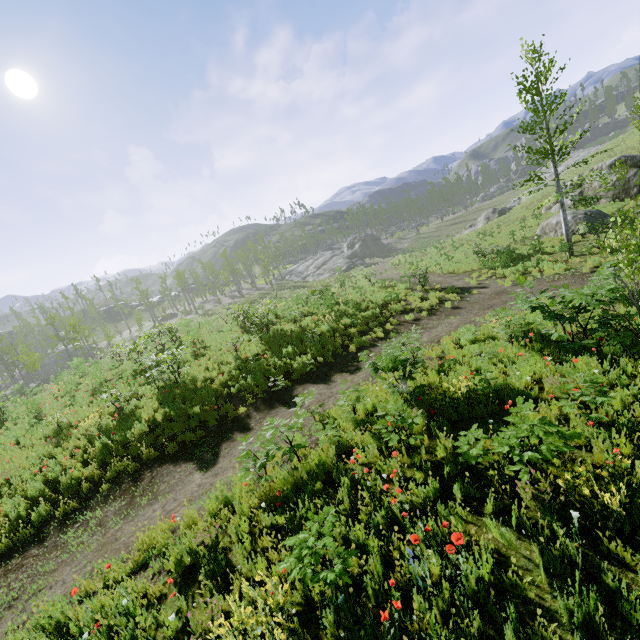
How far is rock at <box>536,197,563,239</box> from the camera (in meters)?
21.45

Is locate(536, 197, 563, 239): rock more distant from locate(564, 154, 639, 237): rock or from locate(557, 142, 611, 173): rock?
locate(557, 142, 611, 173): rock

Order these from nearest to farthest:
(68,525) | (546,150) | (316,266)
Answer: (68,525) → (546,150) → (316,266)

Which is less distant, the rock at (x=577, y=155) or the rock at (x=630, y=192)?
the rock at (x=630, y=192)

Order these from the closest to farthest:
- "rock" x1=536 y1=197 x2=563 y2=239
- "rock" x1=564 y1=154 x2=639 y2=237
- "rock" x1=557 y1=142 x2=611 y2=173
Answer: "rock" x1=564 y1=154 x2=639 y2=237, "rock" x1=536 y1=197 x2=563 y2=239, "rock" x1=557 y1=142 x2=611 y2=173

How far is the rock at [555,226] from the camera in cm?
2145
